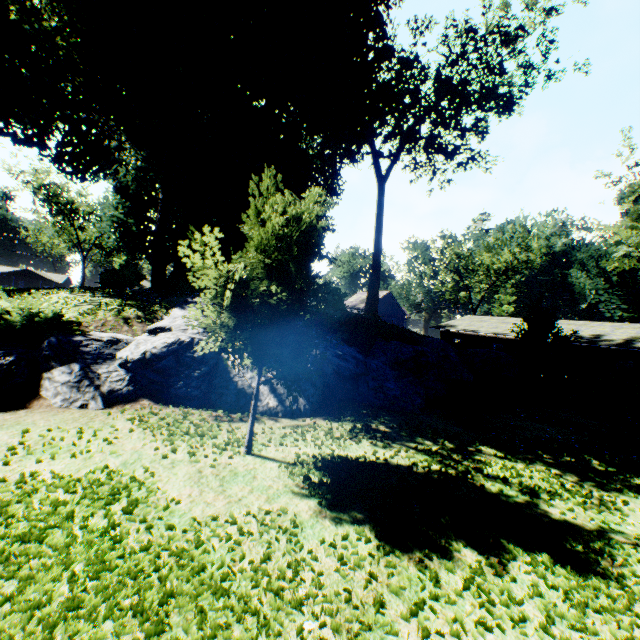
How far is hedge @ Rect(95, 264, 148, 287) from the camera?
16.6 meters

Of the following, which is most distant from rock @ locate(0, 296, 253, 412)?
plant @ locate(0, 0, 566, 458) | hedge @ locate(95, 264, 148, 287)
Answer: hedge @ locate(95, 264, 148, 287)

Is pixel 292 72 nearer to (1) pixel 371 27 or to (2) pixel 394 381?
(1) pixel 371 27

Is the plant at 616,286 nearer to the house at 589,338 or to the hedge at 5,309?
the house at 589,338

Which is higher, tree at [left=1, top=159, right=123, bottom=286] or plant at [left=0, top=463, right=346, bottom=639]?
tree at [left=1, top=159, right=123, bottom=286]

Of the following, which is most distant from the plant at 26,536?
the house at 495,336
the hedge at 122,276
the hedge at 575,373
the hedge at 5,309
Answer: the house at 495,336

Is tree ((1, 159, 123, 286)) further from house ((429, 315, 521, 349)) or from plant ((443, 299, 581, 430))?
house ((429, 315, 521, 349))

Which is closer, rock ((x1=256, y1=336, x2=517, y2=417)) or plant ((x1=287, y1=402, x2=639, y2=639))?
plant ((x1=287, y1=402, x2=639, y2=639))
